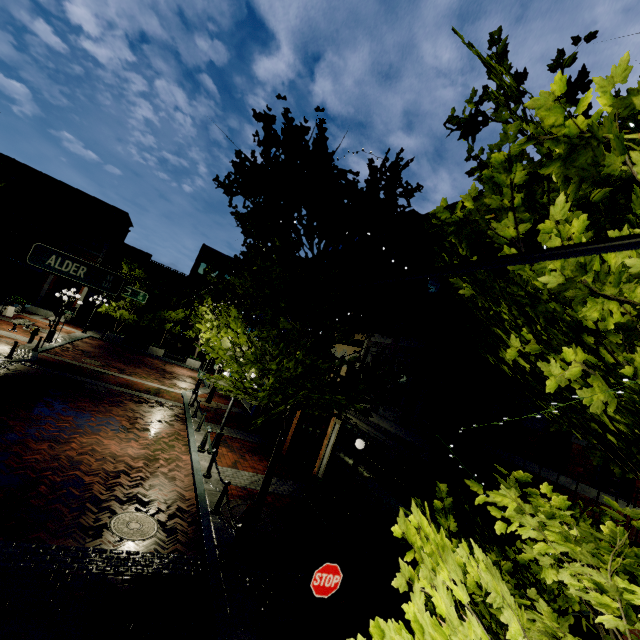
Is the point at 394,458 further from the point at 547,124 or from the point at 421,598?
the point at 547,124

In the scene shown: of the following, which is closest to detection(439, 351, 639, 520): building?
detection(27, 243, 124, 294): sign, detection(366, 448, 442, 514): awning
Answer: detection(366, 448, 442, 514): awning

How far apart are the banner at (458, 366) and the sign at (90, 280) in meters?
7.9

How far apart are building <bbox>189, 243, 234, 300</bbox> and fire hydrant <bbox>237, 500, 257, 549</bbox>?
35.23m

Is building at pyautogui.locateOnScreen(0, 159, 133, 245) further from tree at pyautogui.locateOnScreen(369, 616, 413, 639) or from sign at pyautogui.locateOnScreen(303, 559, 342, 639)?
sign at pyautogui.locateOnScreen(303, 559, 342, 639)

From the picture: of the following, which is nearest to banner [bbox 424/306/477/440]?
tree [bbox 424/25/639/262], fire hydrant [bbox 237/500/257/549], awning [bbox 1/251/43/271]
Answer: tree [bbox 424/25/639/262]

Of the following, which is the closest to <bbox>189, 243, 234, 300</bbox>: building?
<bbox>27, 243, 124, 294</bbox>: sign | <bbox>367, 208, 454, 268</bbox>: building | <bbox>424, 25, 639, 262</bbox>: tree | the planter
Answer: <bbox>367, 208, 454, 268</bbox>: building

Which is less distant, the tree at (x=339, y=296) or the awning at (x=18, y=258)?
the tree at (x=339, y=296)
